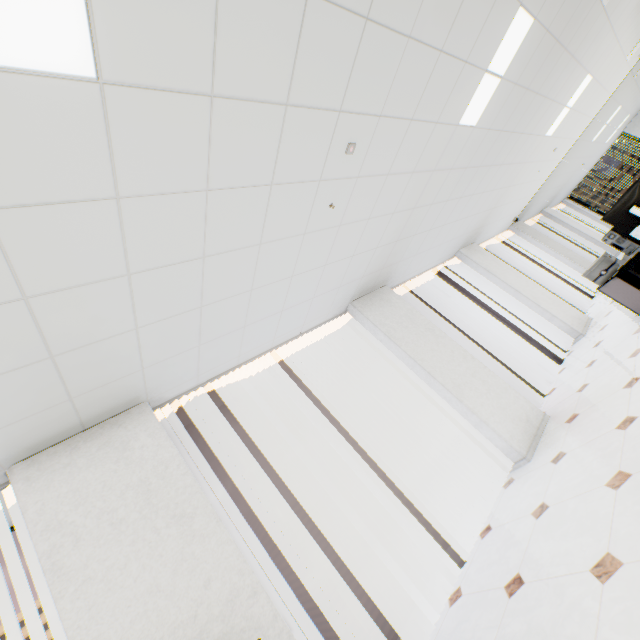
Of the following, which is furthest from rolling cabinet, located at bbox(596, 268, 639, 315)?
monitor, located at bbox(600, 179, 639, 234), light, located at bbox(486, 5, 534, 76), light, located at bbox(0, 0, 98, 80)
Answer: light, located at bbox(0, 0, 98, 80)

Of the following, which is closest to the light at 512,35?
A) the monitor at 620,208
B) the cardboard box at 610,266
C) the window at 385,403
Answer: the monitor at 620,208

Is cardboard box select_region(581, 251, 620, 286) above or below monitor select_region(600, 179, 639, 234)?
below

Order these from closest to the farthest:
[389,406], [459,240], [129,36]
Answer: [129,36], [389,406], [459,240]

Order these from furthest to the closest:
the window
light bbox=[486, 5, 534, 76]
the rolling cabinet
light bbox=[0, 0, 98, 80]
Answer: the rolling cabinet < the window < light bbox=[486, 5, 534, 76] < light bbox=[0, 0, 98, 80]

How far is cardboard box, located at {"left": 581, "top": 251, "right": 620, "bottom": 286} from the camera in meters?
4.4

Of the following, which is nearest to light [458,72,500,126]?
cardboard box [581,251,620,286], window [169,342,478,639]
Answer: cardboard box [581,251,620,286]

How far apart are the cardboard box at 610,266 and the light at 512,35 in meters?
2.6 m
